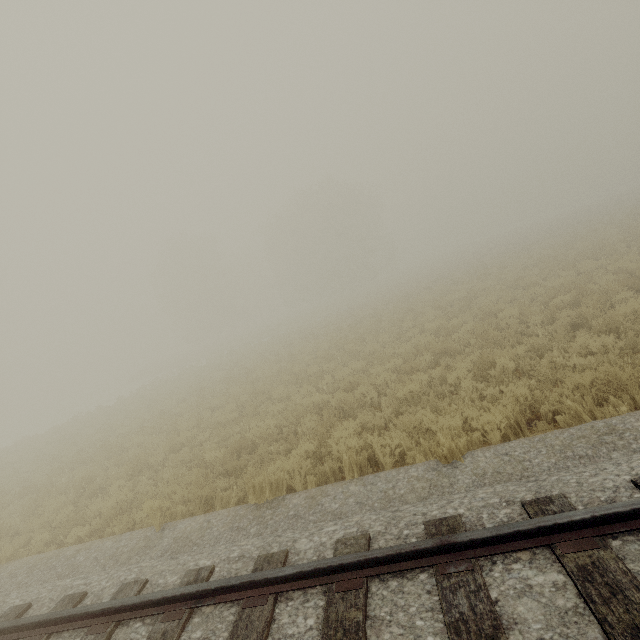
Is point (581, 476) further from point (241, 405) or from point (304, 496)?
point (241, 405)
